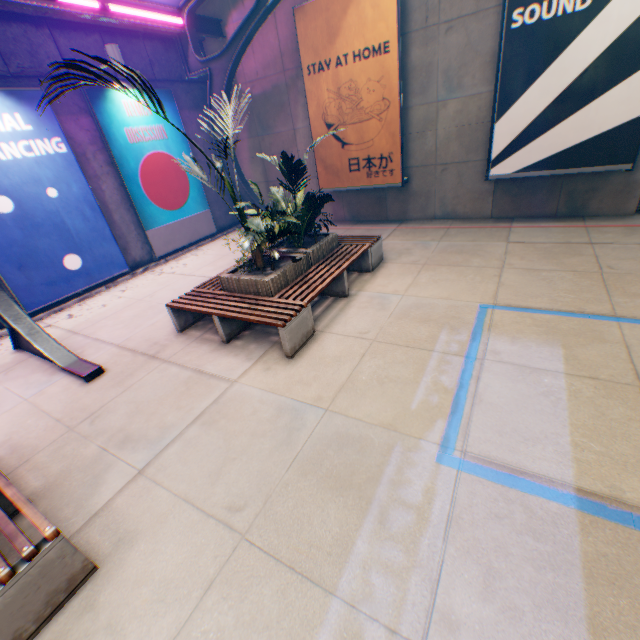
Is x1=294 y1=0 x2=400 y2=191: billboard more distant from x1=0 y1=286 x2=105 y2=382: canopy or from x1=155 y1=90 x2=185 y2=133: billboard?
x1=155 y1=90 x2=185 y2=133: billboard

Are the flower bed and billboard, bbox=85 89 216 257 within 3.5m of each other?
no

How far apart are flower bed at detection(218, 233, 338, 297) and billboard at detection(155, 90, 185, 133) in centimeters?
510cm

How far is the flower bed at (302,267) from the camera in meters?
5.4

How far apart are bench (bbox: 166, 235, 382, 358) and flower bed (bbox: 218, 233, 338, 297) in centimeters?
3cm

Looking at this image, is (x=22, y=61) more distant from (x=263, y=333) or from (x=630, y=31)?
(x=630, y=31)

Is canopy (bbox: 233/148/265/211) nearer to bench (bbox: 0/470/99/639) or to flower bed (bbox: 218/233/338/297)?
bench (bbox: 0/470/99/639)

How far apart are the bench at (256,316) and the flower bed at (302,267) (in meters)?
0.03
